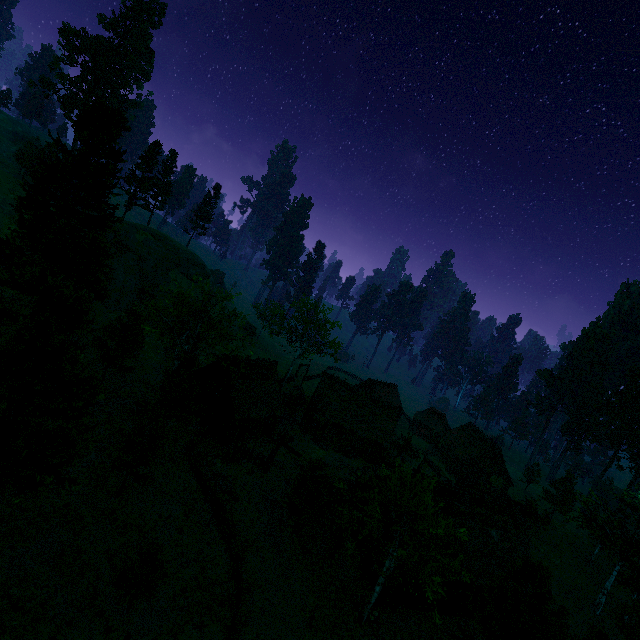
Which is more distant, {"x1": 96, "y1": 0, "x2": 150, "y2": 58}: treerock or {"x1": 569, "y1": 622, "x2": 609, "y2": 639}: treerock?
{"x1": 96, "y1": 0, "x2": 150, "y2": 58}: treerock

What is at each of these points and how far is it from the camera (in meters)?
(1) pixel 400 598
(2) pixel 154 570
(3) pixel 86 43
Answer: (1) building, 22.72
(2) treerock, 15.59
(3) treerock, 54.44

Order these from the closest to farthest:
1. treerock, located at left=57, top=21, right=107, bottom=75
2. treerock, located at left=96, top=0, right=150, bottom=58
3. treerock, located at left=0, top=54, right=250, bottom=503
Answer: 1. treerock, located at left=0, top=54, right=250, bottom=503
2. treerock, located at left=57, top=21, right=107, bottom=75
3. treerock, located at left=96, top=0, right=150, bottom=58

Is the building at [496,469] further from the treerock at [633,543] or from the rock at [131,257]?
the rock at [131,257]

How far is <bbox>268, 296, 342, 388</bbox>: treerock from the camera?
50.0m

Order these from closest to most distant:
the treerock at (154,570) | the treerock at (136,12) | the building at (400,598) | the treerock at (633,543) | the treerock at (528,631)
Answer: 1. the treerock at (154,570)
2. the treerock at (528,631)
3. the building at (400,598)
4. the treerock at (633,543)
5. the treerock at (136,12)

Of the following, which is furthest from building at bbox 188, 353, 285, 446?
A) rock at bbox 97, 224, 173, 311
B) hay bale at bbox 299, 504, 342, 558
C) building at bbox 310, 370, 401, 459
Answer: rock at bbox 97, 224, 173, 311
